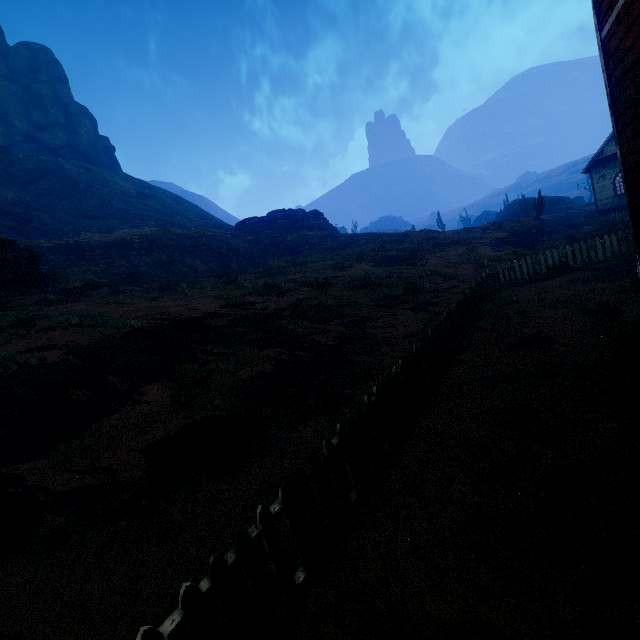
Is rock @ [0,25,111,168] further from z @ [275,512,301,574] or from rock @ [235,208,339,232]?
rock @ [235,208,339,232]

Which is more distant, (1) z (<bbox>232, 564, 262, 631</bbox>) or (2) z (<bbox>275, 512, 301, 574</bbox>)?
(2) z (<bbox>275, 512, 301, 574</bbox>)

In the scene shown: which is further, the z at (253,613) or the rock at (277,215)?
the rock at (277,215)

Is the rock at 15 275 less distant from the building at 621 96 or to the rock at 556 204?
the building at 621 96

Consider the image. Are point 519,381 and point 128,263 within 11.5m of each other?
no

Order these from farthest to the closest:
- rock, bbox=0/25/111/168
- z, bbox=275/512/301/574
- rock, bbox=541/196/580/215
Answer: rock, bbox=541/196/580/215
rock, bbox=0/25/111/168
z, bbox=275/512/301/574

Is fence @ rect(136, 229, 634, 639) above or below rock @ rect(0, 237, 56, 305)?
below

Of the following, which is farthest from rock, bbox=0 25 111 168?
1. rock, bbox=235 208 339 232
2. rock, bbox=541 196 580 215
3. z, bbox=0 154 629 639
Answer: rock, bbox=541 196 580 215
